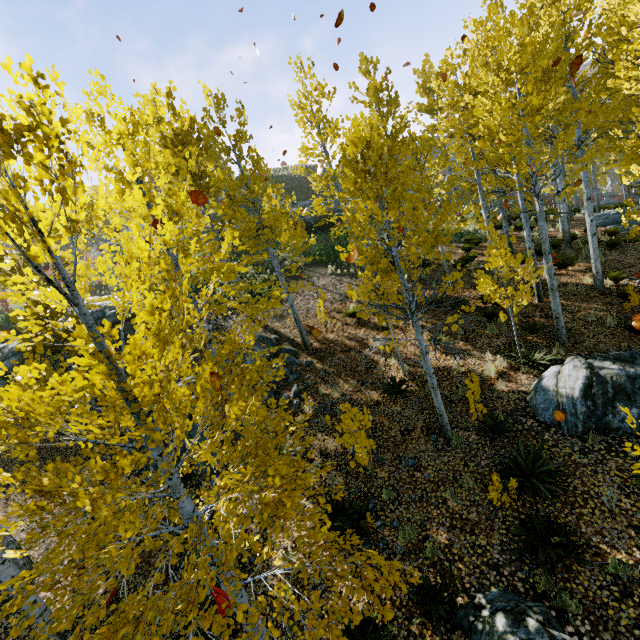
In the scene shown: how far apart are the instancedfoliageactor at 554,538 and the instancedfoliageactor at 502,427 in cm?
202

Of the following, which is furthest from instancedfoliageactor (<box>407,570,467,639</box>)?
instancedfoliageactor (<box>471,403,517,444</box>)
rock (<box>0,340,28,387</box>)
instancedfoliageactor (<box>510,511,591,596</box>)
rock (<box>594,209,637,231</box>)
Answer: rock (<box>0,340,28,387</box>)

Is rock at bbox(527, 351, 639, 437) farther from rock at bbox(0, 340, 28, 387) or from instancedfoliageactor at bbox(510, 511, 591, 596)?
rock at bbox(0, 340, 28, 387)

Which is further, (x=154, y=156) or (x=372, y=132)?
(x=154, y=156)

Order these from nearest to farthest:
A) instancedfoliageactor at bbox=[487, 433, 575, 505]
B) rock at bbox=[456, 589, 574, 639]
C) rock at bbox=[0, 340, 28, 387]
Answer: rock at bbox=[456, 589, 574, 639]
instancedfoliageactor at bbox=[487, 433, 575, 505]
rock at bbox=[0, 340, 28, 387]

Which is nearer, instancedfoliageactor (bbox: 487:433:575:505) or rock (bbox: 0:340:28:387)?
instancedfoliageactor (bbox: 487:433:575:505)

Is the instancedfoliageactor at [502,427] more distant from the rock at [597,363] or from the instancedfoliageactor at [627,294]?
the instancedfoliageactor at [627,294]

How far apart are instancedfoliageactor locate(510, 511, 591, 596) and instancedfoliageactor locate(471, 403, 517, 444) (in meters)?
2.02
